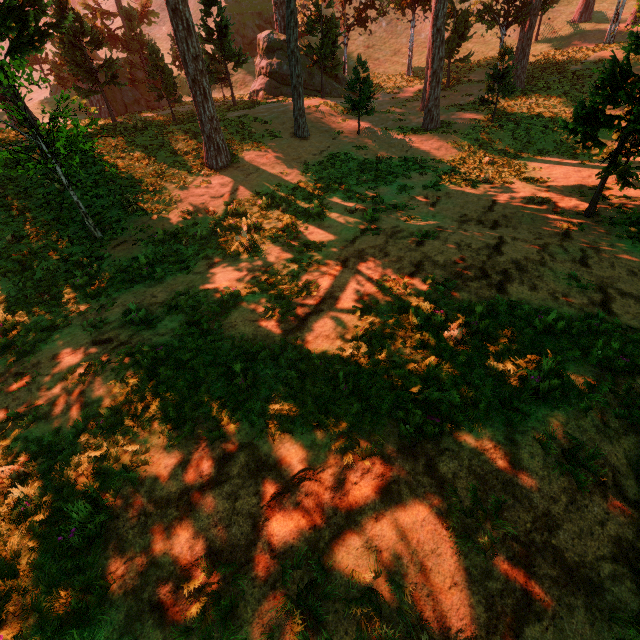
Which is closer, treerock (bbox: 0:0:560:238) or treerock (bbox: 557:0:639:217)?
treerock (bbox: 557:0:639:217)

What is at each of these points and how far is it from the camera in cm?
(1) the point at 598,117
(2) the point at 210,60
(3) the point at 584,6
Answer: (1) treerock, 938
(2) treerock, 2184
(3) treerock, 2773

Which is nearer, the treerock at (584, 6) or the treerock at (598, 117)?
the treerock at (598, 117)

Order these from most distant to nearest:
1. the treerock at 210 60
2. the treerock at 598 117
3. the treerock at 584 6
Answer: the treerock at 584 6 → the treerock at 210 60 → the treerock at 598 117

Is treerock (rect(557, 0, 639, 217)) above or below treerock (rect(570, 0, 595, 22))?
below

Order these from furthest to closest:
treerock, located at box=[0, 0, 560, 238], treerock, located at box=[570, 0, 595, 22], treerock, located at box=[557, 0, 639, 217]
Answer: treerock, located at box=[570, 0, 595, 22] → treerock, located at box=[0, 0, 560, 238] → treerock, located at box=[557, 0, 639, 217]
